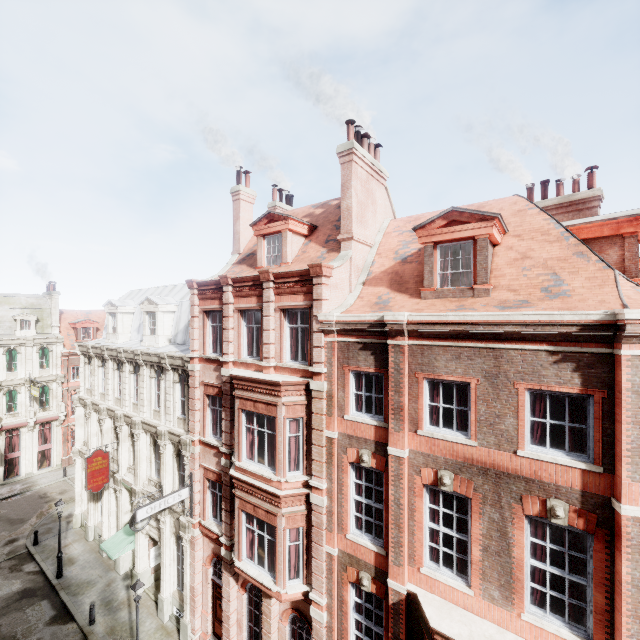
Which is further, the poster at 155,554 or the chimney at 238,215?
the poster at 155,554

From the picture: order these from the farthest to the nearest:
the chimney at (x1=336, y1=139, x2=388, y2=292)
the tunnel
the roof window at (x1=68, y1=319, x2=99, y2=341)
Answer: the roof window at (x1=68, y1=319, x2=99, y2=341) → the tunnel → the chimney at (x1=336, y1=139, x2=388, y2=292)

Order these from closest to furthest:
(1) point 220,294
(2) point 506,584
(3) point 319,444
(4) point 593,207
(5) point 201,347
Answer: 1. (2) point 506,584
2. (3) point 319,444
3. (4) point 593,207
4. (1) point 220,294
5. (5) point 201,347

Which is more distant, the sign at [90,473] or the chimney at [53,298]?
the chimney at [53,298]

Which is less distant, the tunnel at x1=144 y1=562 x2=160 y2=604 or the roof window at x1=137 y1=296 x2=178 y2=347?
the tunnel at x1=144 y1=562 x2=160 y2=604

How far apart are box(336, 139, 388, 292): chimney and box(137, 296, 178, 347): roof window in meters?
12.3

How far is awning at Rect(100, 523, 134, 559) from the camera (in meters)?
18.48

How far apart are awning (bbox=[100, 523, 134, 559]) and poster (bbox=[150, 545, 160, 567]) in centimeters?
83cm
